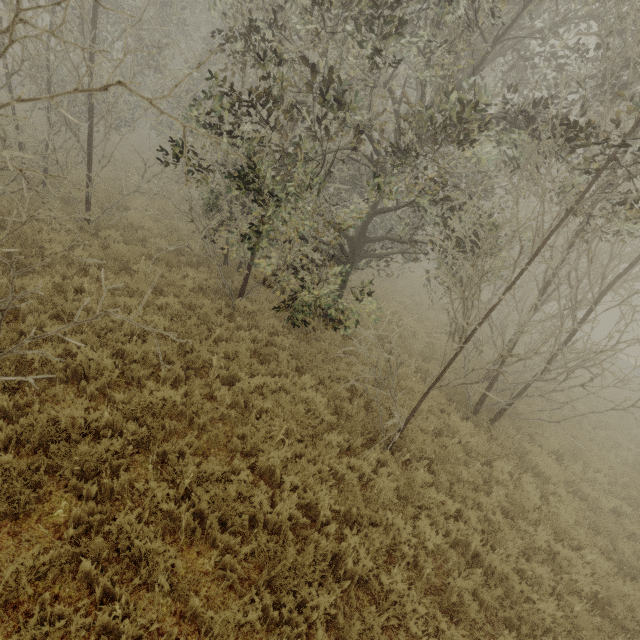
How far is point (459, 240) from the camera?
26.1 meters

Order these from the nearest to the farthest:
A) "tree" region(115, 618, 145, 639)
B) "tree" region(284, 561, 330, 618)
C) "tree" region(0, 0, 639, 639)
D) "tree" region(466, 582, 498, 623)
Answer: "tree" region(115, 618, 145, 639)
"tree" region(284, 561, 330, 618)
"tree" region(466, 582, 498, 623)
"tree" region(0, 0, 639, 639)

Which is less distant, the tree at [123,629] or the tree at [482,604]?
the tree at [123,629]

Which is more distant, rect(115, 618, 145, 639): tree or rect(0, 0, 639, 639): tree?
rect(0, 0, 639, 639): tree

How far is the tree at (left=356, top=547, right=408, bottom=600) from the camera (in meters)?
4.14

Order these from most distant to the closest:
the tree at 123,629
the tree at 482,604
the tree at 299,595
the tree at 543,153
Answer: the tree at 543,153 → the tree at 482,604 → the tree at 299,595 → the tree at 123,629
